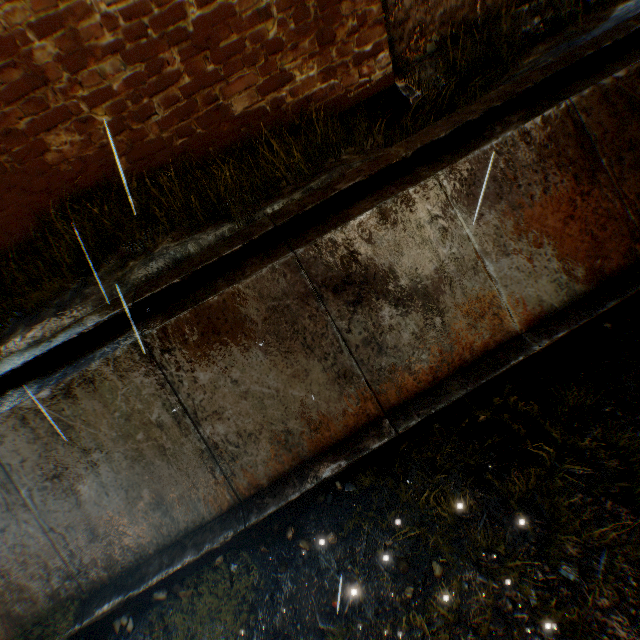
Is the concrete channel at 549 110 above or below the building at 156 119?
below

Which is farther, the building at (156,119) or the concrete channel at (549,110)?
the building at (156,119)

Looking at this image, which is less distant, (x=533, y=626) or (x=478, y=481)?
(x=533, y=626)

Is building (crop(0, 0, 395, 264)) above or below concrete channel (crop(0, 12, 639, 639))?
above

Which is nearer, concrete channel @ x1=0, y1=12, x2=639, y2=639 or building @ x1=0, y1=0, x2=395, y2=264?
concrete channel @ x1=0, y1=12, x2=639, y2=639
